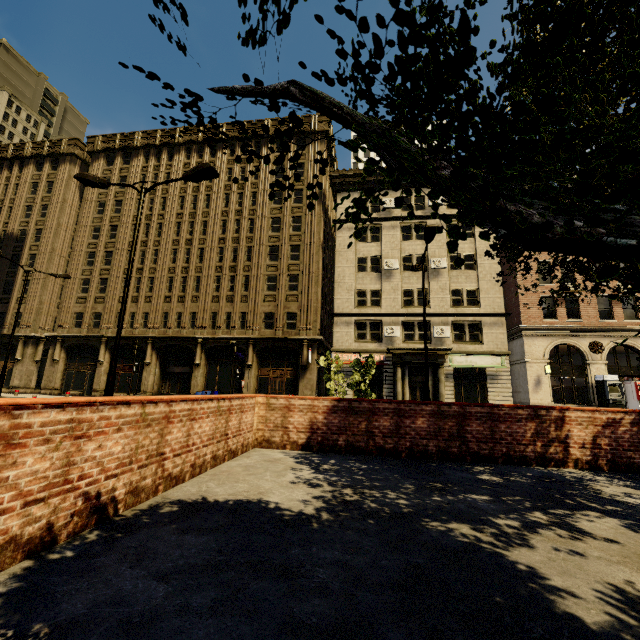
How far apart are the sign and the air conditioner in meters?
1.3 m

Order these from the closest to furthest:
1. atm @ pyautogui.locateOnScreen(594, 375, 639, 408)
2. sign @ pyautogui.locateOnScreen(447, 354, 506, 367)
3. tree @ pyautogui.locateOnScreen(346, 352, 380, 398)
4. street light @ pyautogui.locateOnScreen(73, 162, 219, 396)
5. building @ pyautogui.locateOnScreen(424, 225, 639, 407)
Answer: street light @ pyautogui.locateOnScreen(73, 162, 219, 396), tree @ pyautogui.locateOnScreen(346, 352, 380, 398), atm @ pyautogui.locateOnScreen(594, 375, 639, 408), building @ pyautogui.locateOnScreen(424, 225, 639, 407), sign @ pyautogui.locateOnScreen(447, 354, 506, 367)

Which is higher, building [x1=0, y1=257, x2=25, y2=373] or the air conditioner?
building [x1=0, y1=257, x2=25, y2=373]

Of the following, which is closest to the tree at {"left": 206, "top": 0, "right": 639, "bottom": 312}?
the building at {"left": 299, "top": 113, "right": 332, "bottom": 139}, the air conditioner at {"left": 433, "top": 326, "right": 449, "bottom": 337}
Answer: the building at {"left": 299, "top": 113, "right": 332, "bottom": 139}

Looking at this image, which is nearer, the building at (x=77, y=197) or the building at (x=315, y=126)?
the building at (x=77, y=197)

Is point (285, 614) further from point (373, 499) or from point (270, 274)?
point (270, 274)

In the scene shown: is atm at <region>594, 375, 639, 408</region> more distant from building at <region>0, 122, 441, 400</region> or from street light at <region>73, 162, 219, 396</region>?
street light at <region>73, 162, 219, 396</region>

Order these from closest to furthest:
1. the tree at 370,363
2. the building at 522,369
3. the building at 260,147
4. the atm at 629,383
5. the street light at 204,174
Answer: the street light at 204,174 → the tree at 370,363 → the atm at 629,383 → the building at 522,369 → the building at 260,147
